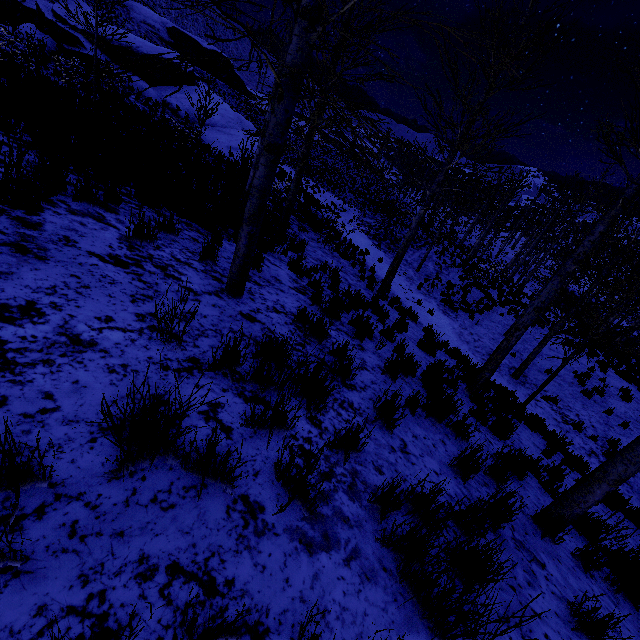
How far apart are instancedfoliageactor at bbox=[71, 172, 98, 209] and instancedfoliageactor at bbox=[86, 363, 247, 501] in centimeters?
364cm

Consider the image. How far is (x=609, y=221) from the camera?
5.09m

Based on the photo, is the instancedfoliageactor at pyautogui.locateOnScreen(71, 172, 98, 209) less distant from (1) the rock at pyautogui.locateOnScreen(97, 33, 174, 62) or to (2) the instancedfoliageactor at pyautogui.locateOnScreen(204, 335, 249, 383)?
(2) the instancedfoliageactor at pyautogui.locateOnScreen(204, 335, 249, 383)

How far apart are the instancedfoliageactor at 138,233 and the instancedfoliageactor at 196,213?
2.0 meters

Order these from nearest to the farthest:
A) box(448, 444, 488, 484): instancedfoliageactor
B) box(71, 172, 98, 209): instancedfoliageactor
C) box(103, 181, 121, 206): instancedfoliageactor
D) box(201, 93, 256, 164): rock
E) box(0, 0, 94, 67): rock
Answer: box(448, 444, 488, 484): instancedfoliageactor
box(71, 172, 98, 209): instancedfoliageactor
box(103, 181, 121, 206): instancedfoliageactor
box(0, 0, 94, 67): rock
box(201, 93, 256, 164): rock

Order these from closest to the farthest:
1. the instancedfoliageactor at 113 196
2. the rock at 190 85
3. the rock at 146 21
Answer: the instancedfoliageactor at 113 196, the rock at 190 85, the rock at 146 21

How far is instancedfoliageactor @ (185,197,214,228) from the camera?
5.78m

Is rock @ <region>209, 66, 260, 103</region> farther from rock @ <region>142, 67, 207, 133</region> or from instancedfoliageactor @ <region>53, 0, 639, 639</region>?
instancedfoliageactor @ <region>53, 0, 639, 639</region>
